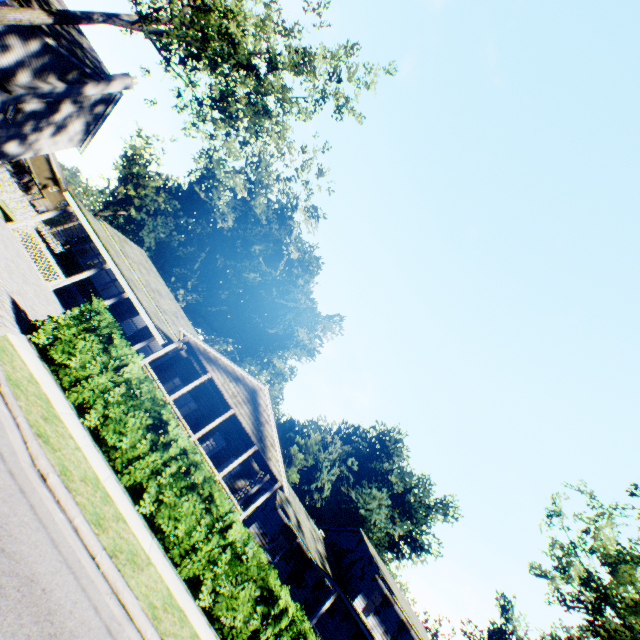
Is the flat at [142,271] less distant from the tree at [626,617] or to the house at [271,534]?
the house at [271,534]

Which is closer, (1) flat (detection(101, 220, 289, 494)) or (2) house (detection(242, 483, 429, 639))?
(1) flat (detection(101, 220, 289, 494))

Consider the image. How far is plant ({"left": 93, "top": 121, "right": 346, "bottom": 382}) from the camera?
45.00m

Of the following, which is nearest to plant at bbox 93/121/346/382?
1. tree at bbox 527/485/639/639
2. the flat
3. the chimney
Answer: the flat

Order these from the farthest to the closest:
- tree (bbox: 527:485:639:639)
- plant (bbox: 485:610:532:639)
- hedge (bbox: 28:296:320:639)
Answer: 1. plant (bbox: 485:610:532:639)
2. tree (bbox: 527:485:639:639)
3. hedge (bbox: 28:296:320:639)

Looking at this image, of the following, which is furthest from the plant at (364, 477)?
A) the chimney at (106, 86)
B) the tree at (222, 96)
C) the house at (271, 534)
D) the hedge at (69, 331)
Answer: the hedge at (69, 331)

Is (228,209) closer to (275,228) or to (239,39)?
(275,228)
